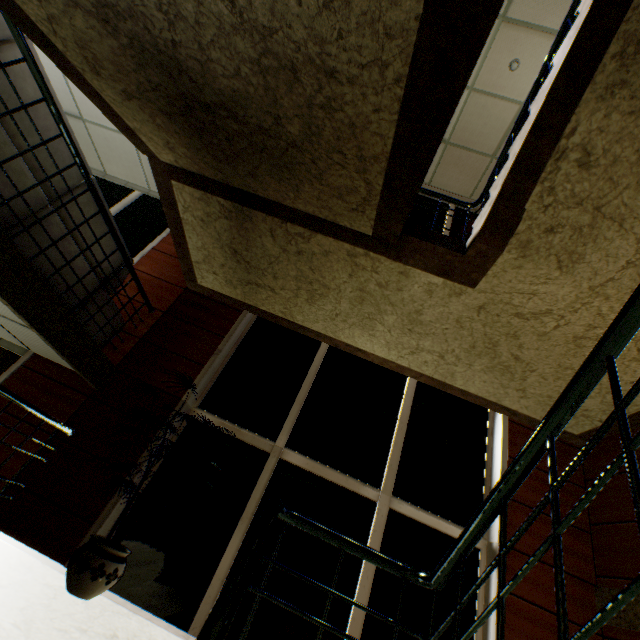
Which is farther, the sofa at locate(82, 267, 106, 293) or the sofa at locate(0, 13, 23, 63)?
the sofa at locate(82, 267, 106, 293)

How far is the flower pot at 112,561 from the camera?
2.4 meters

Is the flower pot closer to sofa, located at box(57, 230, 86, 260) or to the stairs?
the stairs

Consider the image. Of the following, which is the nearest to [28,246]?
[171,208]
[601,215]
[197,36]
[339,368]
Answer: [171,208]

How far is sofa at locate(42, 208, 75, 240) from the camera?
2.9 meters

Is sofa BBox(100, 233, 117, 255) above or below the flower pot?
above

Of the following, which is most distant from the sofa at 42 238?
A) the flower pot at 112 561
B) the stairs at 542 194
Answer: the flower pot at 112 561
